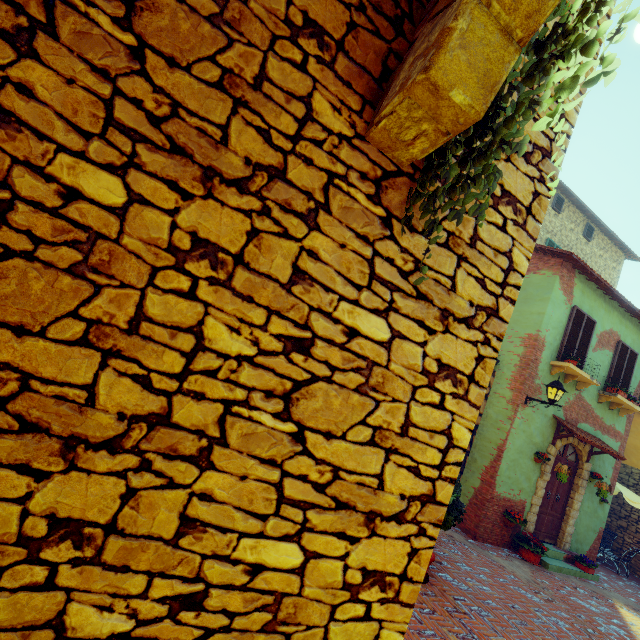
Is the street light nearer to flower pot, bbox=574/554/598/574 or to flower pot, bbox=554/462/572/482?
flower pot, bbox=554/462/572/482

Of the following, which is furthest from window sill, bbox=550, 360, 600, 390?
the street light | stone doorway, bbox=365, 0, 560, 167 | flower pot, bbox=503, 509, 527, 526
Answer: stone doorway, bbox=365, 0, 560, 167

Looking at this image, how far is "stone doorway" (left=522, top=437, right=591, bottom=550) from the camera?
8.6m

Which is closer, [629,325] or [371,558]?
[371,558]

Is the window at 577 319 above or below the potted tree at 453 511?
above

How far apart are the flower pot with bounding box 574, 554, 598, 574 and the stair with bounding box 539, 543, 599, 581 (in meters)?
0.01

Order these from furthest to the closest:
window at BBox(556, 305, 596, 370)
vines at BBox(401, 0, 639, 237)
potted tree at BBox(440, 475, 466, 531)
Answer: window at BBox(556, 305, 596, 370) → potted tree at BBox(440, 475, 466, 531) → vines at BBox(401, 0, 639, 237)

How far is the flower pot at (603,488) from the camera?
8.9 meters
